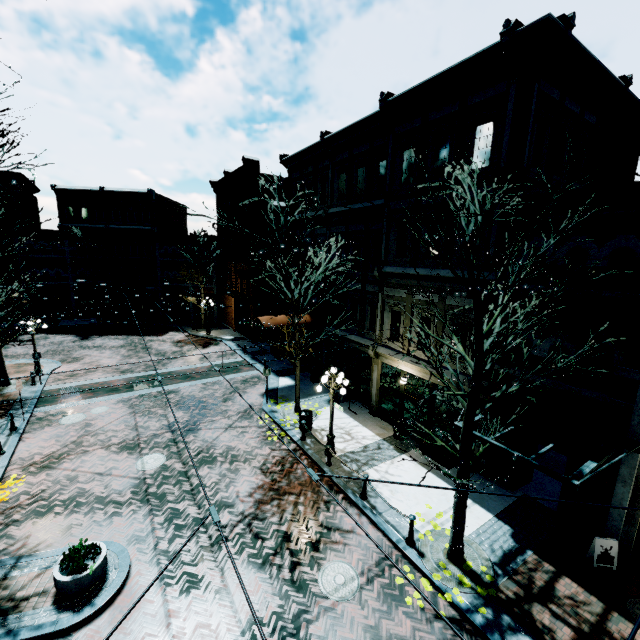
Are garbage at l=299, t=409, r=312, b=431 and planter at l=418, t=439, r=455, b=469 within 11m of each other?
yes

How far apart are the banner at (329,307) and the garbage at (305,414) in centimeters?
499cm

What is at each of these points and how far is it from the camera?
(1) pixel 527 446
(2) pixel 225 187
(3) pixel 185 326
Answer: (1) building, 11.4 meters
(2) building, 32.5 meters
(3) z, 34.4 meters

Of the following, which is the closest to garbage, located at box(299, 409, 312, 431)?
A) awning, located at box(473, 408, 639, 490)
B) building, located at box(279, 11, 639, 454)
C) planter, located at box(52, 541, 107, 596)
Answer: building, located at box(279, 11, 639, 454)

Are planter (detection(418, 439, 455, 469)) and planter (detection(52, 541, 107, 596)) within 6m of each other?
no

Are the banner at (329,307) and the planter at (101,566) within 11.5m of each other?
no

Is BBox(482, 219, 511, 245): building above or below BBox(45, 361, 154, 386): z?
above

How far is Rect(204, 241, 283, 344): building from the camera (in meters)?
25.58
